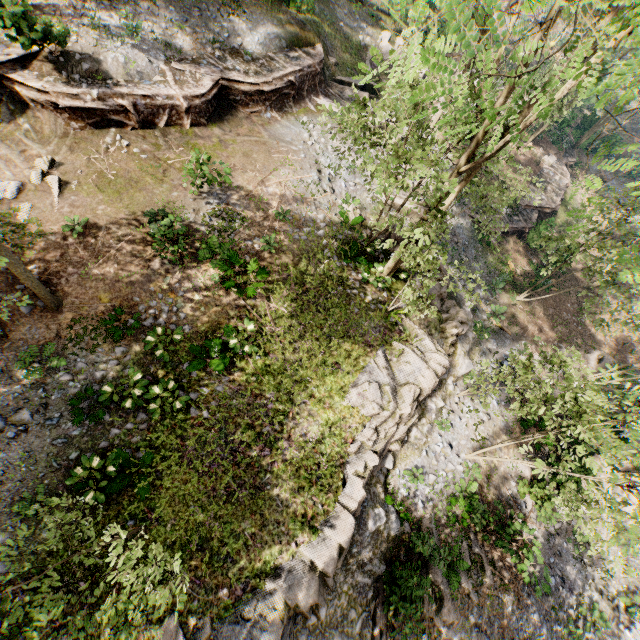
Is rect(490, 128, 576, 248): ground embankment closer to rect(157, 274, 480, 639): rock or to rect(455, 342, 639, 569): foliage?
rect(455, 342, 639, 569): foliage

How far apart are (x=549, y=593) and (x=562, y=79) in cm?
1740

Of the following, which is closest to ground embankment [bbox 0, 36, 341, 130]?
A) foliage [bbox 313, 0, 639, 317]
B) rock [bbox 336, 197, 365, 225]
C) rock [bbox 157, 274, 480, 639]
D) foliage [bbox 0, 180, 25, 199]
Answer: foliage [bbox 313, 0, 639, 317]

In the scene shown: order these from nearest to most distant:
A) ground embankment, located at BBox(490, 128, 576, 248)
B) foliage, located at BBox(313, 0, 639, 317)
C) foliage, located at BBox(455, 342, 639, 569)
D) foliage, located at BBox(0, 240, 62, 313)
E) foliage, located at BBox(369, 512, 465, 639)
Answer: foliage, located at BBox(313, 0, 639, 317) → foliage, located at BBox(0, 240, 62, 313) → foliage, located at BBox(455, 342, 639, 569) → foliage, located at BBox(369, 512, 465, 639) → ground embankment, located at BBox(490, 128, 576, 248)

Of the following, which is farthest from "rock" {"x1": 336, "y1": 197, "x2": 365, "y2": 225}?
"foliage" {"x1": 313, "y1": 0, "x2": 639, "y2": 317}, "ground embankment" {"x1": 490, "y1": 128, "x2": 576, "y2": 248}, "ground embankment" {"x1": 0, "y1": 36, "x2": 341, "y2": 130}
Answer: "ground embankment" {"x1": 490, "y1": 128, "x2": 576, "y2": 248}

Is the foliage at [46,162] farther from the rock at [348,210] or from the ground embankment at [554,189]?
the rock at [348,210]

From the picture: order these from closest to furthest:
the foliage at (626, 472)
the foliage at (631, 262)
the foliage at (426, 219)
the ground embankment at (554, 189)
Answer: the foliage at (426, 219) < the foliage at (631, 262) < the foliage at (626, 472) < the ground embankment at (554, 189)

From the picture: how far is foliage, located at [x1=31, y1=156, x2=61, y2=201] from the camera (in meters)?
12.66
